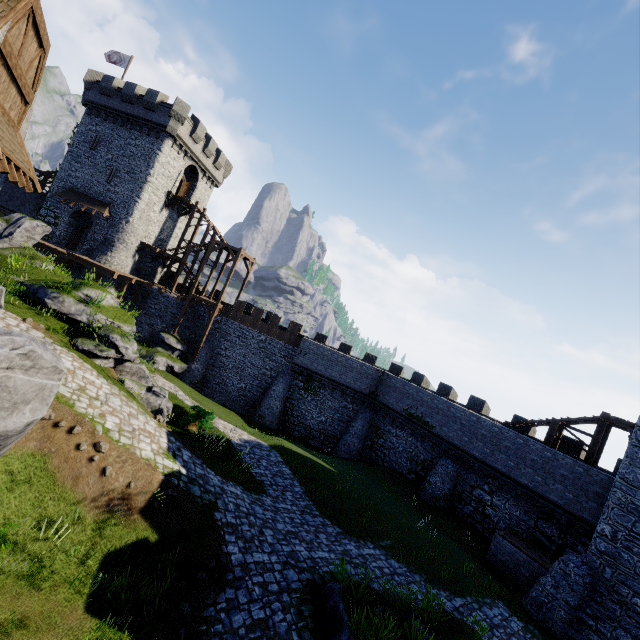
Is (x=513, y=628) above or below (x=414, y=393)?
below

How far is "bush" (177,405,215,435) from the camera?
17.14m

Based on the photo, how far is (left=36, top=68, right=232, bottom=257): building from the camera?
30.42m

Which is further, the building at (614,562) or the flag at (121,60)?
the flag at (121,60)

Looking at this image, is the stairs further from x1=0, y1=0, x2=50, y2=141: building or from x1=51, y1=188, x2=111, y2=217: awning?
x1=51, y1=188, x2=111, y2=217: awning

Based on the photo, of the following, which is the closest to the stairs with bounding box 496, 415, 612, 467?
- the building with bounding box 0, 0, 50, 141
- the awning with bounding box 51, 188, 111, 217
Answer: the building with bounding box 0, 0, 50, 141

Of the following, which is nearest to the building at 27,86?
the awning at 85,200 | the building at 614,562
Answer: the awning at 85,200

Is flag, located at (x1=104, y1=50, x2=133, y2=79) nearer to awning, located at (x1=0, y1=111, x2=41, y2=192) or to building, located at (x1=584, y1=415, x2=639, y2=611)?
awning, located at (x1=0, y1=111, x2=41, y2=192)
